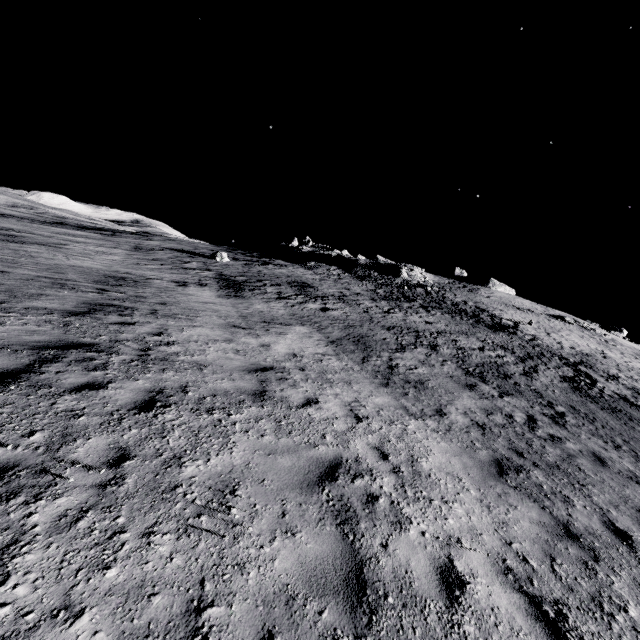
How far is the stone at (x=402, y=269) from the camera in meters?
43.8

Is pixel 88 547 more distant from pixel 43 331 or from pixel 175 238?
pixel 175 238

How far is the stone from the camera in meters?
43.8 m
